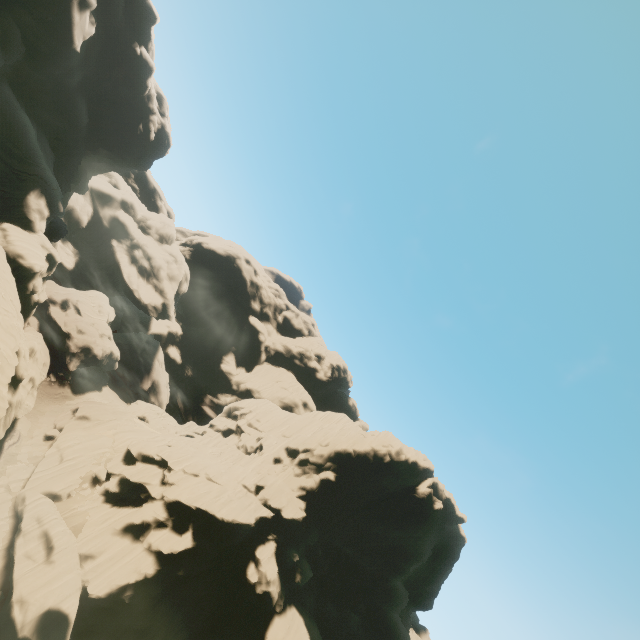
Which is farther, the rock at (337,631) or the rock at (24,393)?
the rock at (24,393)

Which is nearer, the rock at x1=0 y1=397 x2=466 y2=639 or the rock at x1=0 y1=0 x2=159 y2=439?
the rock at x1=0 y1=397 x2=466 y2=639

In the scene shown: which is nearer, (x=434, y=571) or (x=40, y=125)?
(x=40, y=125)
